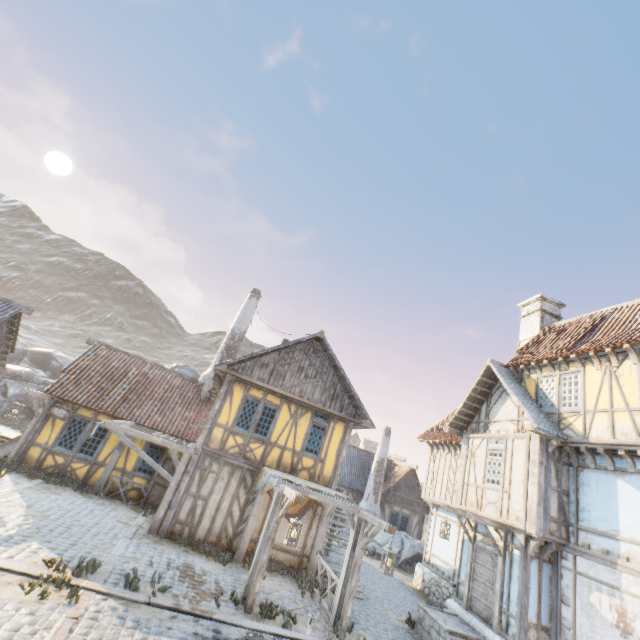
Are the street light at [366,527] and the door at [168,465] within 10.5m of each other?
yes

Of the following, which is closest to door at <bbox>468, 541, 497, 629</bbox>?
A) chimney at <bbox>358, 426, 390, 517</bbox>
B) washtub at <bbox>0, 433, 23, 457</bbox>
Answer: chimney at <bbox>358, 426, 390, 517</bbox>

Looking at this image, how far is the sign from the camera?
13.1m

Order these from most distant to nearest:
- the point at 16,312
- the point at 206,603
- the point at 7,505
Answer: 1. the point at 16,312
2. the point at 7,505
3. the point at 206,603

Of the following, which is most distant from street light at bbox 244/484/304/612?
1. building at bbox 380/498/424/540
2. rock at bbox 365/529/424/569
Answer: building at bbox 380/498/424/540

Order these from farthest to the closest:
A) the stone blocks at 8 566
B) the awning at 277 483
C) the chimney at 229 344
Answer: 1. the chimney at 229 344
2. the awning at 277 483
3. the stone blocks at 8 566

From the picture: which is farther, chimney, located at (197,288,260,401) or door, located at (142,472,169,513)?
chimney, located at (197,288,260,401)

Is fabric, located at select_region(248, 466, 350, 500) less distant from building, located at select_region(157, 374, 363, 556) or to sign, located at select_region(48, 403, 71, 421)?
building, located at select_region(157, 374, 363, 556)
